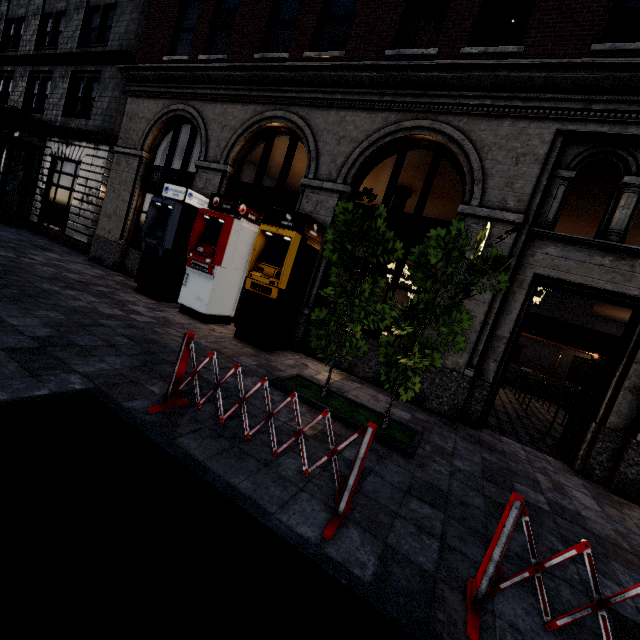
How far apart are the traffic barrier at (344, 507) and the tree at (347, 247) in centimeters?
165cm

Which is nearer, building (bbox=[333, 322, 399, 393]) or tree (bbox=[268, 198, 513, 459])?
tree (bbox=[268, 198, 513, 459])

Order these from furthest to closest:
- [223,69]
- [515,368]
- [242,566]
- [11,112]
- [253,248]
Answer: [515,368], [11,112], [223,69], [253,248], [242,566]

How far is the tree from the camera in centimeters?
408cm

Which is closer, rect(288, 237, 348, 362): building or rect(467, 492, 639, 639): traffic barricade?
rect(467, 492, 639, 639): traffic barricade

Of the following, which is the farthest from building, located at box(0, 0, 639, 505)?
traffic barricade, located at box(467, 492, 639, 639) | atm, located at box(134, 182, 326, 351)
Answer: traffic barricade, located at box(467, 492, 639, 639)

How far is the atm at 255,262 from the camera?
7.2m

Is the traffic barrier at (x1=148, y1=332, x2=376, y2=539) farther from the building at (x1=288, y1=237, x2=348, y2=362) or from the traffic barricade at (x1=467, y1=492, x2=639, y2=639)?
the building at (x1=288, y1=237, x2=348, y2=362)
